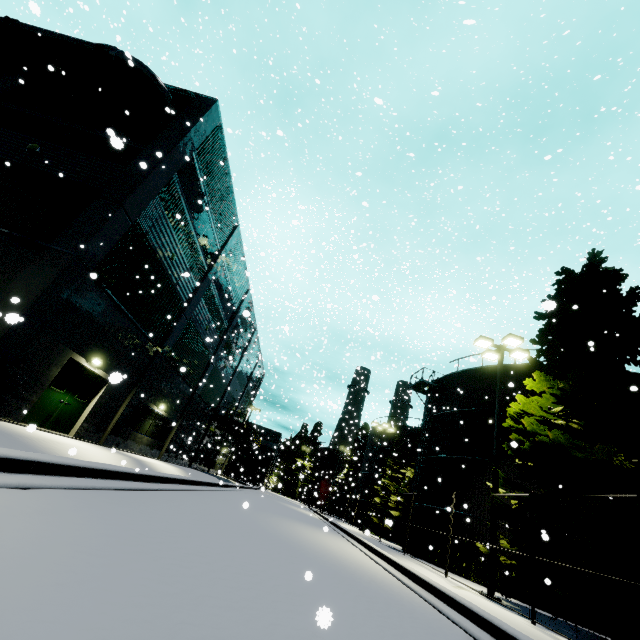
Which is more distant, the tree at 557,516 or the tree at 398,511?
the tree at 398,511

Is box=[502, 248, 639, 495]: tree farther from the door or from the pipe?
the door

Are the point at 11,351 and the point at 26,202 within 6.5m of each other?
yes

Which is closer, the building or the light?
the building

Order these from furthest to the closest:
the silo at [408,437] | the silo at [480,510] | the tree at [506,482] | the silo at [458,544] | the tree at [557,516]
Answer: the silo at [408,437]
the silo at [480,510]
the silo at [458,544]
the tree at [506,482]
the tree at [557,516]

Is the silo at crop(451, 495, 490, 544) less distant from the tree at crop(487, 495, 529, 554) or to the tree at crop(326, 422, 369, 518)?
the tree at crop(487, 495, 529, 554)

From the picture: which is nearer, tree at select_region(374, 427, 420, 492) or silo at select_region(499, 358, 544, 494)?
silo at select_region(499, 358, 544, 494)

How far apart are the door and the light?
16.7 meters
